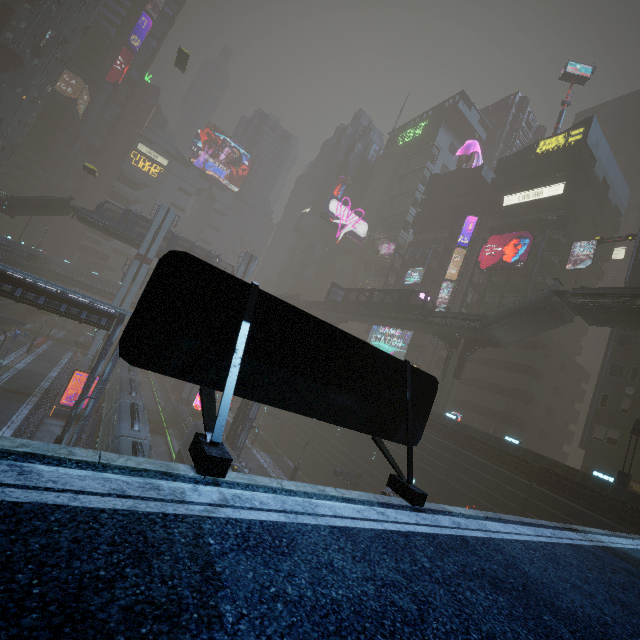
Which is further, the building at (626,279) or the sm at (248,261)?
the sm at (248,261)

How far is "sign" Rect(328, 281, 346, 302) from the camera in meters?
50.6 m

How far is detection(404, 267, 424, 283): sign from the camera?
52.5 meters

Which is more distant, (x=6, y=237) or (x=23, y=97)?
(x=23, y=97)

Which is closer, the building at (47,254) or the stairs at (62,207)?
the building at (47,254)

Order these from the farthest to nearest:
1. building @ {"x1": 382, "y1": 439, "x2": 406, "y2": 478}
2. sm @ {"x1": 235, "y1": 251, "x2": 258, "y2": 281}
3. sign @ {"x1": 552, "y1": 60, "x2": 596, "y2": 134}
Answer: sm @ {"x1": 235, "y1": 251, "x2": 258, "y2": 281}
sign @ {"x1": 552, "y1": 60, "x2": 596, "y2": 134}
building @ {"x1": 382, "y1": 439, "x2": 406, "y2": 478}

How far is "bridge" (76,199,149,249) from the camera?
43.8m

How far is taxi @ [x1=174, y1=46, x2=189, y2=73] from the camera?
46.72m
